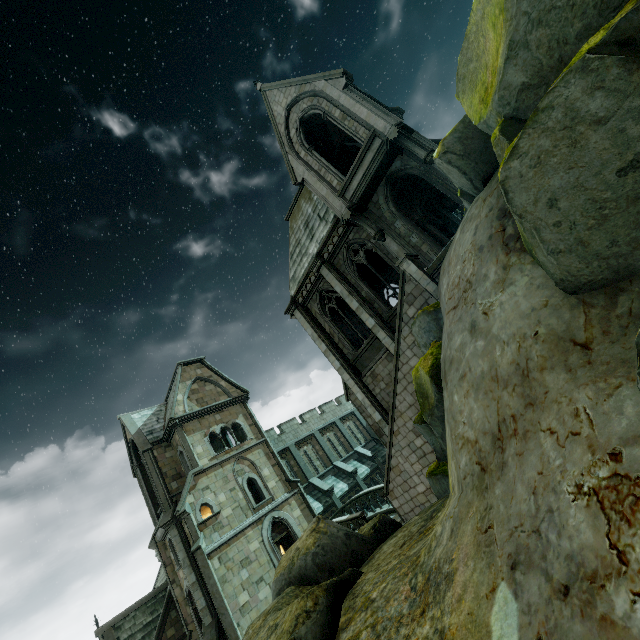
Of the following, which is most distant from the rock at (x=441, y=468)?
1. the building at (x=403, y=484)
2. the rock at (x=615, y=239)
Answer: the rock at (x=615, y=239)

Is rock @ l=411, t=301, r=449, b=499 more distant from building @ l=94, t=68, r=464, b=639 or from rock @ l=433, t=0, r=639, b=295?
rock @ l=433, t=0, r=639, b=295

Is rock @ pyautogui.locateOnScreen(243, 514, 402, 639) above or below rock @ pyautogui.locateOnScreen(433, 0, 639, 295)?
below

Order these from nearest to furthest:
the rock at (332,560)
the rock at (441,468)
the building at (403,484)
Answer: the rock at (332,560) → the rock at (441,468) → the building at (403,484)

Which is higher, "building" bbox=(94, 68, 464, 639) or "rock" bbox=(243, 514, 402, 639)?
"building" bbox=(94, 68, 464, 639)

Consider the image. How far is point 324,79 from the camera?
14.91m

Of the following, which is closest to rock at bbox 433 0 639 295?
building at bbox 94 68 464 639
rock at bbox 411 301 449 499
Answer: building at bbox 94 68 464 639

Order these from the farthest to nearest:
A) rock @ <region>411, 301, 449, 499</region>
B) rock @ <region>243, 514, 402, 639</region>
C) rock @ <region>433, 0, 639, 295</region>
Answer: rock @ <region>411, 301, 449, 499</region>, rock @ <region>243, 514, 402, 639</region>, rock @ <region>433, 0, 639, 295</region>
